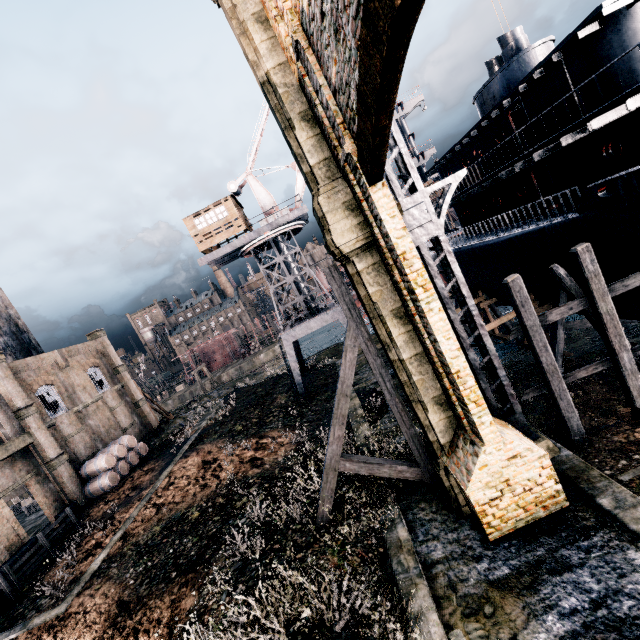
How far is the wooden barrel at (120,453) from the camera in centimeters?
2536cm

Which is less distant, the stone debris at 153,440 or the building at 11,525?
the building at 11,525

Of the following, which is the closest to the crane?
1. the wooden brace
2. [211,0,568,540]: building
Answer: [211,0,568,540]: building

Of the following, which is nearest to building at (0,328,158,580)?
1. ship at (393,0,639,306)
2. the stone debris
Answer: the stone debris

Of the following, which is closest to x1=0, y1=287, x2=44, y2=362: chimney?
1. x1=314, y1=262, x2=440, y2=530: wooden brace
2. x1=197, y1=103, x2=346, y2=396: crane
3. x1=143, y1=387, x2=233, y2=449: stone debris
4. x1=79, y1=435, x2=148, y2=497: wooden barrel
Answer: x1=79, y1=435, x2=148, y2=497: wooden barrel

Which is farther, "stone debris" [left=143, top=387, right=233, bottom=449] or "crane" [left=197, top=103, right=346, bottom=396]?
"stone debris" [left=143, top=387, right=233, bottom=449]

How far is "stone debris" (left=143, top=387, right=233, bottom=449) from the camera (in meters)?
33.31

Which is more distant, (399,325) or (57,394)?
(57,394)
